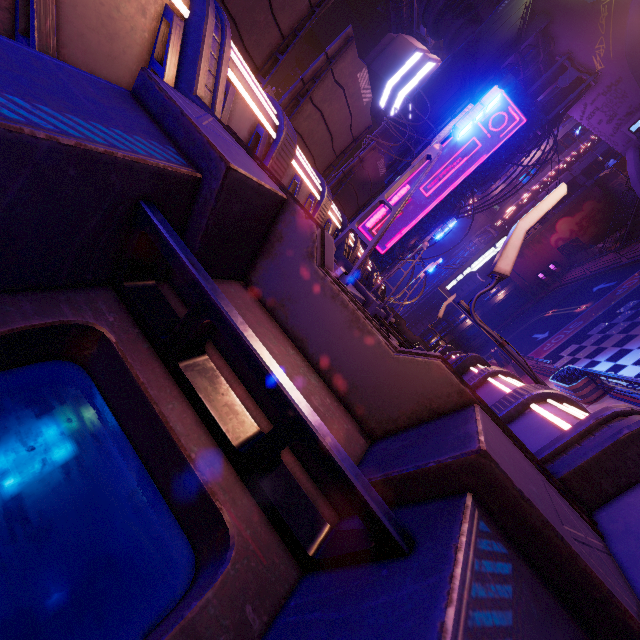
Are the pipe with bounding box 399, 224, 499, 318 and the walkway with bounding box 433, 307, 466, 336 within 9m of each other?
yes

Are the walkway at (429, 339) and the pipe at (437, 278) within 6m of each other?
yes

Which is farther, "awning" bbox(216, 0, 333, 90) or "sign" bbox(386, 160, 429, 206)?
"sign" bbox(386, 160, 429, 206)

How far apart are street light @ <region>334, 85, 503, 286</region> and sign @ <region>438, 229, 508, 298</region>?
17.30m

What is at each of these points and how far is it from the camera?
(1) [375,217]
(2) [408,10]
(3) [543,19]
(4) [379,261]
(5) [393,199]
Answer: (1) sign, 22.31m
(2) walkway, 50.94m
(3) walkway, 19.64m
(4) sign, 22.86m
(5) sign, 22.00m

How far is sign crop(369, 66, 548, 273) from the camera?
20.33m

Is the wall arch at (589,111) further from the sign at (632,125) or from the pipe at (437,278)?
the pipe at (437,278)

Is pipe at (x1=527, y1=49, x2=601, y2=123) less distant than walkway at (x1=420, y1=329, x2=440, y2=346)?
Yes
